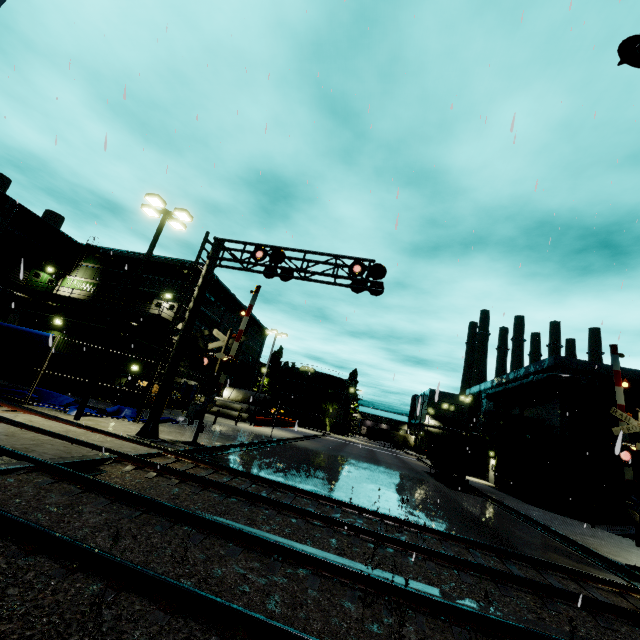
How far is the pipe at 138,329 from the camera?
31.0 meters

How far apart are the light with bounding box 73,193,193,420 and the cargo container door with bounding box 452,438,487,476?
22.3 meters

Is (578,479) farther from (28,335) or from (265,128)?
(28,335)

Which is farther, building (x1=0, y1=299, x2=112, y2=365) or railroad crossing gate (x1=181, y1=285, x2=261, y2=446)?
building (x1=0, y1=299, x2=112, y2=365)

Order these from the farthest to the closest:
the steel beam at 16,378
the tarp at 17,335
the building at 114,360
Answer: the building at 114,360
the steel beam at 16,378
the tarp at 17,335

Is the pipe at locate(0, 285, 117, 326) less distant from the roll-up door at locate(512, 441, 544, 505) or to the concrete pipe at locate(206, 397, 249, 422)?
the concrete pipe at locate(206, 397, 249, 422)

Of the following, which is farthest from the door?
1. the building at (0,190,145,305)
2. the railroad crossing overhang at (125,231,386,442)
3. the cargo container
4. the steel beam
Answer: the railroad crossing overhang at (125,231,386,442)

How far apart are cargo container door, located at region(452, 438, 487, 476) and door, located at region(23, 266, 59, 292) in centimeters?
4261cm
